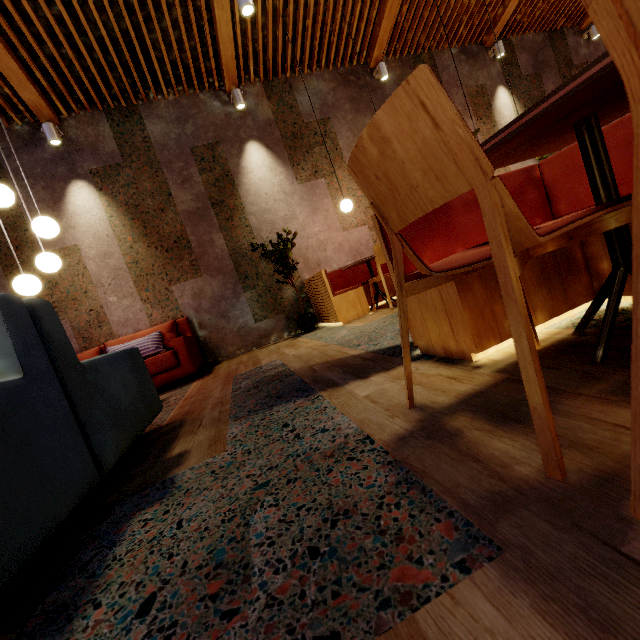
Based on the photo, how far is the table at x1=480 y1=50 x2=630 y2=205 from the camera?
0.7m

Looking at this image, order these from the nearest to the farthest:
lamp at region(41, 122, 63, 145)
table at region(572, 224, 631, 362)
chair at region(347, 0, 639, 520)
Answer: chair at region(347, 0, 639, 520), table at region(572, 224, 631, 362), lamp at region(41, 122, 63, 145)

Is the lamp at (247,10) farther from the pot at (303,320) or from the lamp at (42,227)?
the pot at (303,320)

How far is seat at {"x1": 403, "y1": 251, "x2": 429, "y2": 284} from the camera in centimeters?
152cm

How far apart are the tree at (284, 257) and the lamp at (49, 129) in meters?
3.3 m

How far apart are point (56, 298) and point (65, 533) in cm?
468

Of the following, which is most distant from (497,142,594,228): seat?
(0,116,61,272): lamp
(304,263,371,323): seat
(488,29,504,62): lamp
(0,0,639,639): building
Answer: (488,29,504,62): lamp

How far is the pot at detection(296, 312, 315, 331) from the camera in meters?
5.1
